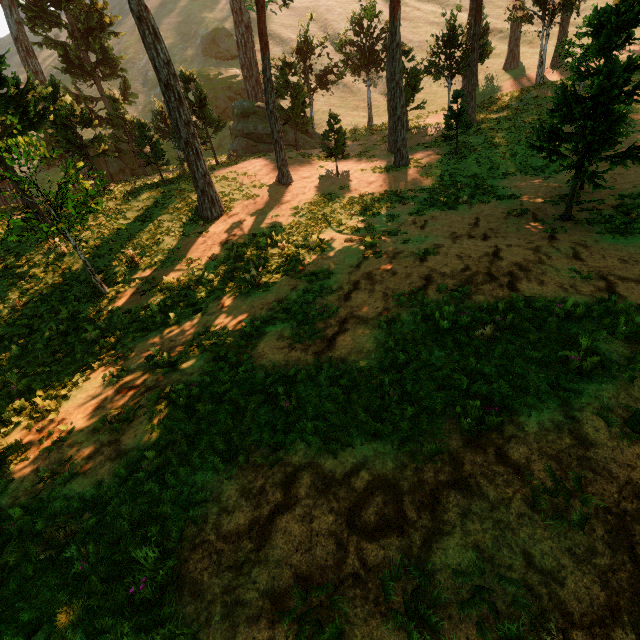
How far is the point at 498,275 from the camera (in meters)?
8.66

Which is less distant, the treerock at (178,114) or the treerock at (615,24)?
the treerock at (615,24)

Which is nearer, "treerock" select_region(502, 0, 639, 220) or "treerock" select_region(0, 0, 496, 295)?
"treerock" select_region(502, 0, 639, 220)
